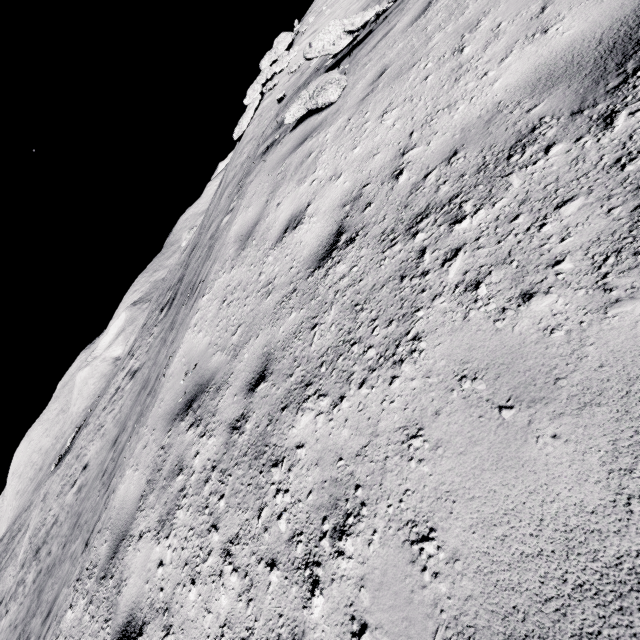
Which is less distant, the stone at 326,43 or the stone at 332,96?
the stone at 332,96

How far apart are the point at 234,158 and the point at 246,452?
18.8m

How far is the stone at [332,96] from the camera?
4.82m

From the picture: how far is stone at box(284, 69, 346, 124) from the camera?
4.8m

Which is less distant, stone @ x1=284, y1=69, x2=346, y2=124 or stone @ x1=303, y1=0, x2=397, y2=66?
stone @ x1=284, y1=69, x2=346, y2=124
